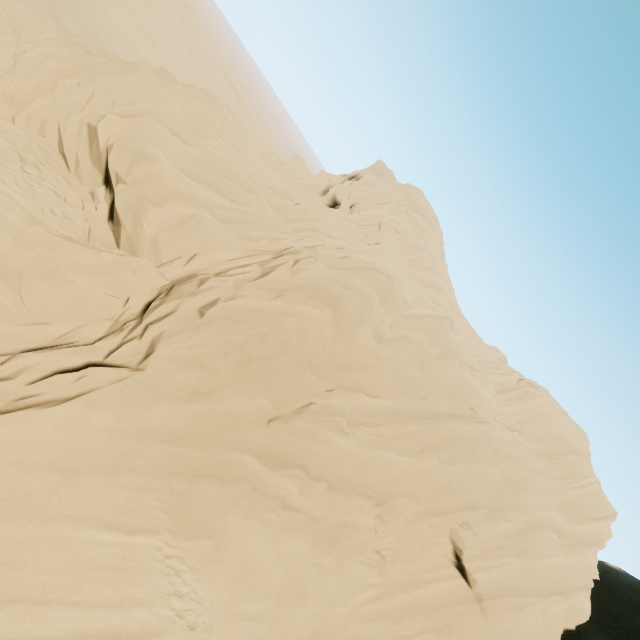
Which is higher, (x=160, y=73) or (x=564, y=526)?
(x=564, y=526)
